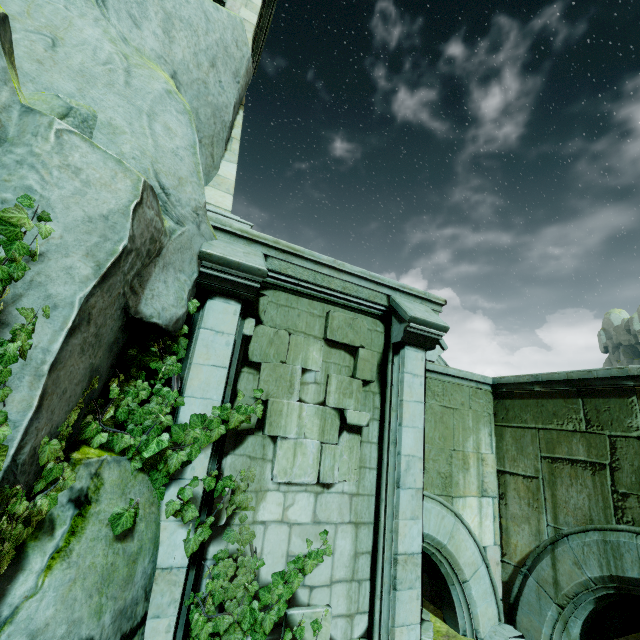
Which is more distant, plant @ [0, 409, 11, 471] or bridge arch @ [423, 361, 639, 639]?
bridge arch @ [423, 361, 639, 639]

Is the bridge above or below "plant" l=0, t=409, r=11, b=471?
above

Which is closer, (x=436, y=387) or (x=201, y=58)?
(x=201, y=58)

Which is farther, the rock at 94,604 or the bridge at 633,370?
the bridge at 633,370

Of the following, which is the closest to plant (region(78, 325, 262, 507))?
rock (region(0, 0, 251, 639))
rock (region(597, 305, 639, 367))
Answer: rock (region(0, 0, 251, 639))

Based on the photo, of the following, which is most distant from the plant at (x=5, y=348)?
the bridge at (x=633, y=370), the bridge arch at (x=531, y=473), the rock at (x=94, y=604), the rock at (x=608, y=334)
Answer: the rock at (x=608, y=334)

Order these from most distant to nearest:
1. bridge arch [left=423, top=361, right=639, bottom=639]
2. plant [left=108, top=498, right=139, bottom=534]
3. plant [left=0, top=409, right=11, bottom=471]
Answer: bridge arch [left=423, top=361, right=639, bottom=639] < plant [left=108, top=498, right=139, bottom=534] < plant [left=0, top=409, right=11, bottom=471]

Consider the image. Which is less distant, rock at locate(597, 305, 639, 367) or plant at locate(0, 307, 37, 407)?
plant at locate(0, 307, 37, 407)
